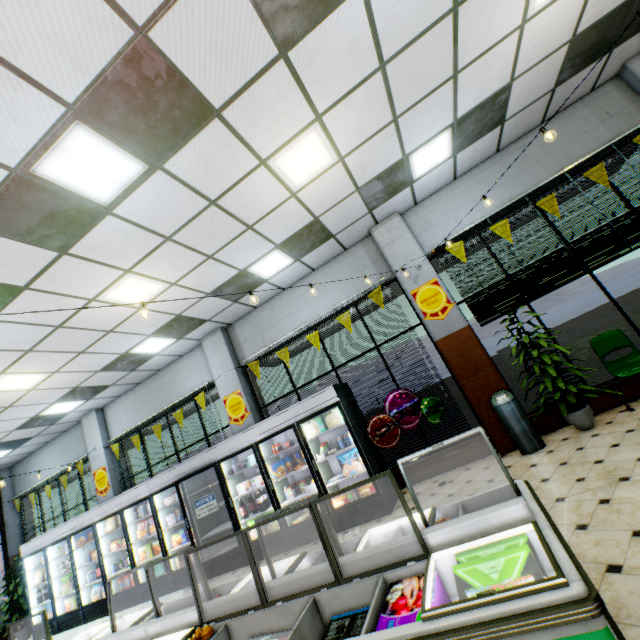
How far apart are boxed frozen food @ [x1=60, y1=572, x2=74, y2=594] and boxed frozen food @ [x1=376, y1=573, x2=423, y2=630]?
10.5 meters

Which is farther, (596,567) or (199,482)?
(199,482)

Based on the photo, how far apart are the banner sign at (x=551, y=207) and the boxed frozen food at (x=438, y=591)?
5.49m

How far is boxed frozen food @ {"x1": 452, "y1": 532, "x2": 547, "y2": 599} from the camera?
1.47m

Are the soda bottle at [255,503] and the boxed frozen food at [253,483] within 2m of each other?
yes

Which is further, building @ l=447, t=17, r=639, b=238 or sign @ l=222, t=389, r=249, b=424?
sign @ l=222, t=389, r=249, b=424

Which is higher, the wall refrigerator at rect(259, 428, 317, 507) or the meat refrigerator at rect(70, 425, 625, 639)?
the wall refrigerator at rect(259, 428, 317, 507)

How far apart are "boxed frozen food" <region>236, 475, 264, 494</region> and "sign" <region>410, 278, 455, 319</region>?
4.9 meters
